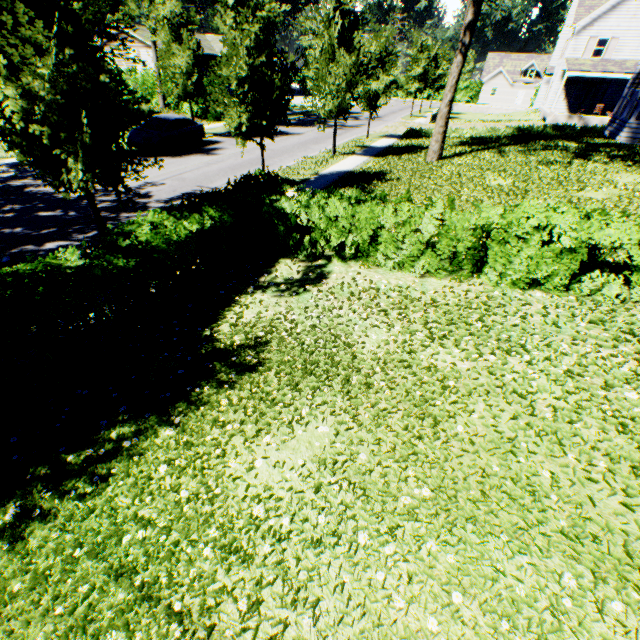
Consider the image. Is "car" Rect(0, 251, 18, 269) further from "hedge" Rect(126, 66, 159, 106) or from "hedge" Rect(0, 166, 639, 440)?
"hedge" Rect(126, 66, 159, 106)

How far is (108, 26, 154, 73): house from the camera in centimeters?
3706cm

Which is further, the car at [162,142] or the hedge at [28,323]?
the car at [162,142]

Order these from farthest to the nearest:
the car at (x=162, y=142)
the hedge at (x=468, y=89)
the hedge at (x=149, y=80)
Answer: the hedge at (x=468, y=89), the hedge at (x=149, y=80), the car at (x=162, y=142)

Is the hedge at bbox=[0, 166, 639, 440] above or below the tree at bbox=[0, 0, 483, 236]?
below

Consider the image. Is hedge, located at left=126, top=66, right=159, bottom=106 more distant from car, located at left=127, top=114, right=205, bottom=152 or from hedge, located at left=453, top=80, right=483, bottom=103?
hedge, located at left=453, top=80, right=483, bottom=103

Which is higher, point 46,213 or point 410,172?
point 410,172

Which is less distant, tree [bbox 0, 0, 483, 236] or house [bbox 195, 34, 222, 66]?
tree [bbox 0, 0, 483, 236]
